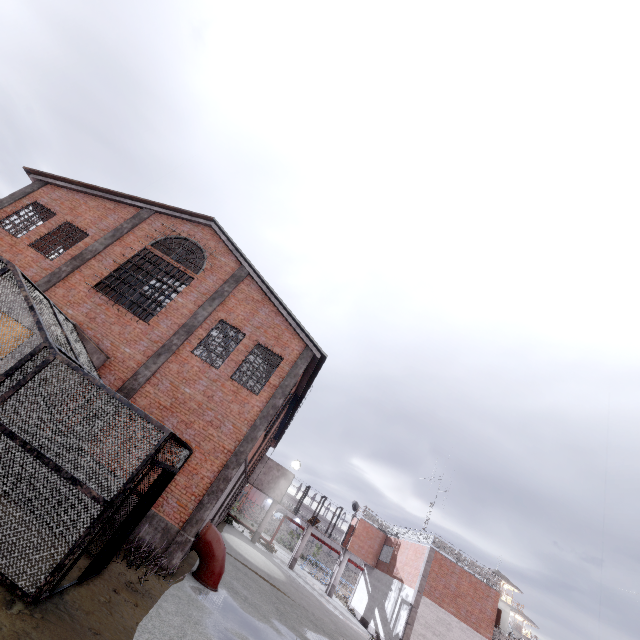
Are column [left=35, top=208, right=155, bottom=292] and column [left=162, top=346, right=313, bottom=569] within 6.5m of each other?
no

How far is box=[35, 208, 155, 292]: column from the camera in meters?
13.6 m

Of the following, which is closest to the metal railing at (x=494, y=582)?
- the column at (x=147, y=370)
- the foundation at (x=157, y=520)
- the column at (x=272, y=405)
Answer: the column at (x=272, y=405)

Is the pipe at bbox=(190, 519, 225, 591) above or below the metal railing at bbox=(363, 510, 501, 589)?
below

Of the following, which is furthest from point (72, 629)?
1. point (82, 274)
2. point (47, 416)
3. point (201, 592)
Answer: point (82, 274)

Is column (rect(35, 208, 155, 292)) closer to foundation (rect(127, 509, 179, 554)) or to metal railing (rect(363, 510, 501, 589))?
foundation (rect(127, 509, 179, 554))

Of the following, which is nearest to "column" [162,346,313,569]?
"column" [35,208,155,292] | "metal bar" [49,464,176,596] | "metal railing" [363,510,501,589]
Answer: "metal bar" [49,464,176,596]

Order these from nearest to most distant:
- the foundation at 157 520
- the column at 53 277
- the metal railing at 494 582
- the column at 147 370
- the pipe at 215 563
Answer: the foundation at 157 520, the pipe at 215 563, the column at 147 370, the column at 53 277, the metal railing at 494 582
